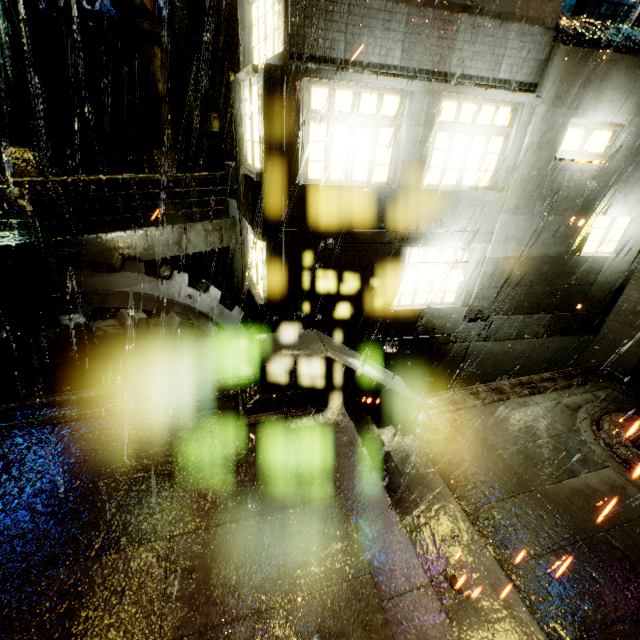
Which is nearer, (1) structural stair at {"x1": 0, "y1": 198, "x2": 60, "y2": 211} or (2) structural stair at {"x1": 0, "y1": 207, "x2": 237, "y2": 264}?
(2) structural stair at {"x1": 0, "y1": 207, "x2": 237, "y2": 264}

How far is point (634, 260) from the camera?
9.6m

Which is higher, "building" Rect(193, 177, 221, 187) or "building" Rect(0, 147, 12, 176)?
"building" Rect(0, 147, 12, 176)

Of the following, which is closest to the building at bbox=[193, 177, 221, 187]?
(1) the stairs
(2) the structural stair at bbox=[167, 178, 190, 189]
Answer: (2) the structural stair at bbox=[167, 178, 190, 189]

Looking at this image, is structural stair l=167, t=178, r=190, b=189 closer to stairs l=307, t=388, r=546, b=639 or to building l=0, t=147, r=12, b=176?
building l=0, t=147, r=12, b=176

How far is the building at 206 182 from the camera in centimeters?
1486cm

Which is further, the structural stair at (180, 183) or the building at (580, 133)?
the structural stair at (180, 183)
